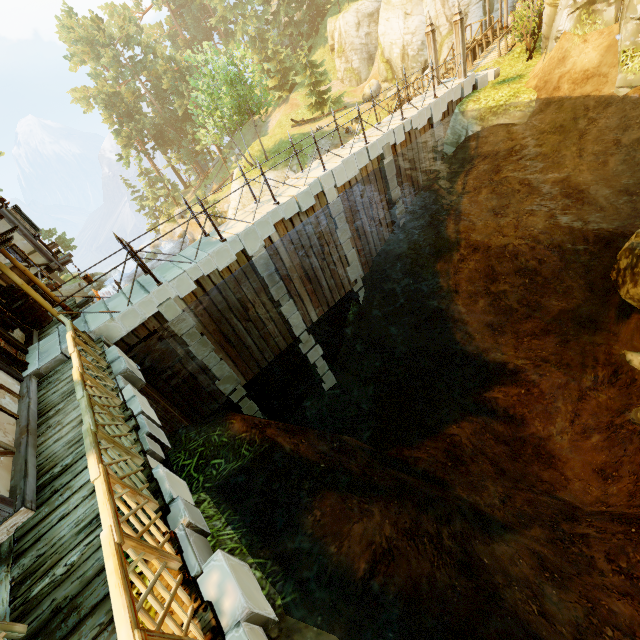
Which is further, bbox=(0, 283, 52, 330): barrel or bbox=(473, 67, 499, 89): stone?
bbox=(473, 67, 499, 89): stone

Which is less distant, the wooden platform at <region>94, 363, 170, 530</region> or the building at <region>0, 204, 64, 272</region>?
the wooden platform at <region>94, 363, 170, 530</region>

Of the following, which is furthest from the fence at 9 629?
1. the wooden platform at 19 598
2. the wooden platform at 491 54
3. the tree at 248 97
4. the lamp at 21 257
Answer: the tree at 248 97

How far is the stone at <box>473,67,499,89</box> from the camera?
14.72m

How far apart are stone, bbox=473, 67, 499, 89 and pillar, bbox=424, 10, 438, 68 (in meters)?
0.94

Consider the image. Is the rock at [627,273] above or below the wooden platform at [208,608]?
below

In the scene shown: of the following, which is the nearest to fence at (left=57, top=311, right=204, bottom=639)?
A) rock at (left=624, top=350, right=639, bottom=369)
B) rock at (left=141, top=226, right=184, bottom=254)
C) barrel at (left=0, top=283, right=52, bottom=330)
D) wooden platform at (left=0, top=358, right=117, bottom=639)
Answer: wooden platform at (left=0, top=358, right=117, bottom=639)

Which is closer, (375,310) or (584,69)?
(584,69)
